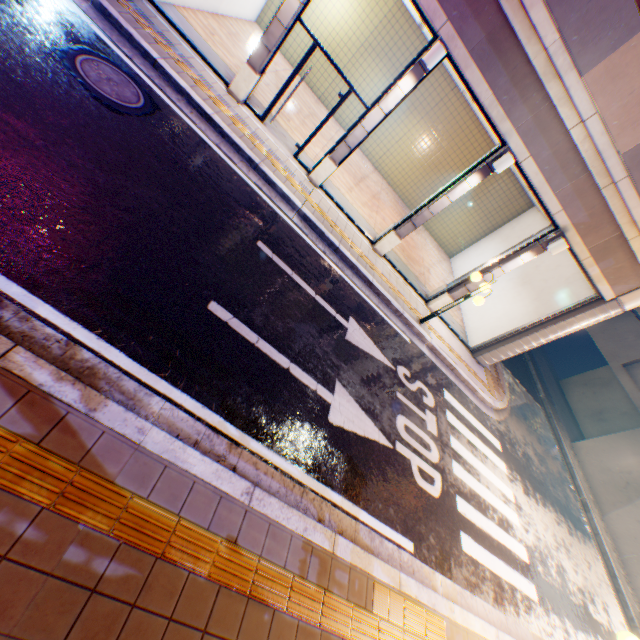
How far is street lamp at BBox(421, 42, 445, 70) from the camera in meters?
6.6

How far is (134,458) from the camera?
3.07m

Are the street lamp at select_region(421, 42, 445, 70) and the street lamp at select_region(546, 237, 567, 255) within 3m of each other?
no

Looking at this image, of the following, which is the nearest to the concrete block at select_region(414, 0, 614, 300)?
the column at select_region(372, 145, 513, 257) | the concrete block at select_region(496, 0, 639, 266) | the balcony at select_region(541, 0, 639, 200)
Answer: the column at select_region(372, 145, 513, 257)

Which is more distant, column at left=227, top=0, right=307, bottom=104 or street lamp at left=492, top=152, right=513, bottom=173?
street lamp at left=492, top=152, right=513, bottom=173

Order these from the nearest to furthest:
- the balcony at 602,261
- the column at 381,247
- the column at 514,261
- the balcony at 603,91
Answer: the balcony at 603,91 → the balcony at 602,261 → the column at 381,247 → the column at 514,261

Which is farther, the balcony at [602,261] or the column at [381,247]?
the column at [381,247]

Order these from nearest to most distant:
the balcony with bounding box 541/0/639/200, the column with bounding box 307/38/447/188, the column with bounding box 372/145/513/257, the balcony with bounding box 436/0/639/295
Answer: the balcony with bounding box 541/0/639/200, the balcony with bounding box 436/0/639/295, the column with bounding box 307/38/447/188, the column with bounding box 372/145/513/257
